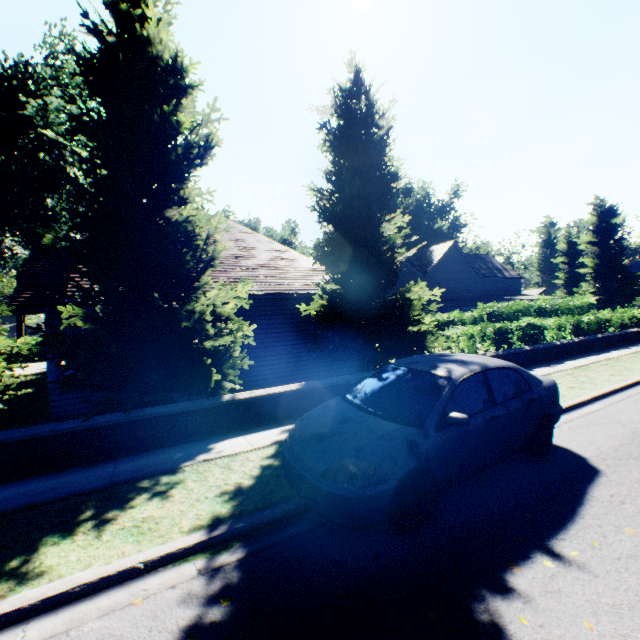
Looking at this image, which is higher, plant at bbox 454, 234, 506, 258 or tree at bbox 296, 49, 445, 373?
plant at bbox 454, 234, 506, 258

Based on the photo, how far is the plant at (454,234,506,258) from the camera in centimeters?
5284cm

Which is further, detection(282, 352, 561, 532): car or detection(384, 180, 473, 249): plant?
detection(384, 180, 473, 249): plant

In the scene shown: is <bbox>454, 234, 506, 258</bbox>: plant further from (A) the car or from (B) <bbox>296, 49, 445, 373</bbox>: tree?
(A) the car

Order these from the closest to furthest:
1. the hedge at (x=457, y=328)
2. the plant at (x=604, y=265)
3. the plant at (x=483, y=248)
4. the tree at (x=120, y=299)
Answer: the tree at (x=120, y=299), the hedge at (x=457, y=328), the plant at (x=604, y=265), the plant at (x=483, y=248)

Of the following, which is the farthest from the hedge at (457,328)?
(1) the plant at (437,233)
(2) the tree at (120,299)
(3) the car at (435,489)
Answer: (3) the car at (435,489)

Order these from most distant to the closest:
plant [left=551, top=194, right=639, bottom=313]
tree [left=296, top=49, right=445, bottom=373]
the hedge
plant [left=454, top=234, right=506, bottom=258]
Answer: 1. plant [left=454, top=234, right=506, bottom=258]
2. plant [left=551, top=194, right=639, bottom=313]
3. the hedge
4. tree [left=296, top=49, right=445, bottom=373]

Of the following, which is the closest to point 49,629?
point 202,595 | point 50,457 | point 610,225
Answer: point 202,595
